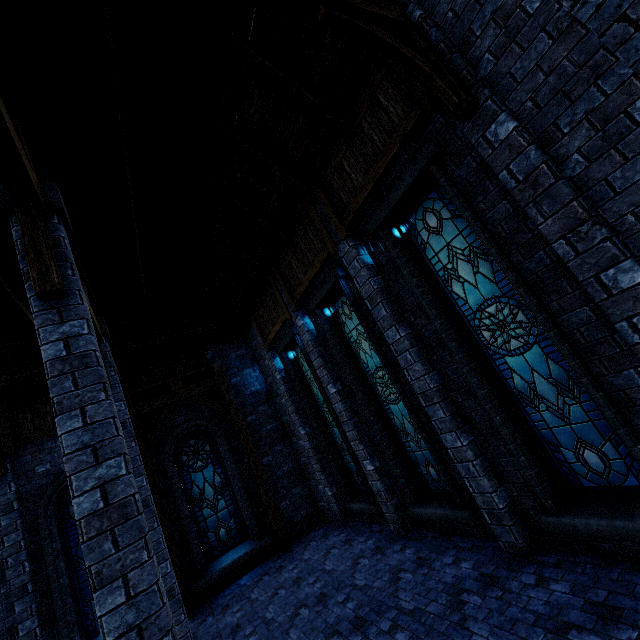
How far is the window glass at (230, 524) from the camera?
9.8m

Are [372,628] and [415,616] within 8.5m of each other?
yes

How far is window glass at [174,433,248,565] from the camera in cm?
980

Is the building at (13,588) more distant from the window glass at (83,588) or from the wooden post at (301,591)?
the window glass at (83,588)

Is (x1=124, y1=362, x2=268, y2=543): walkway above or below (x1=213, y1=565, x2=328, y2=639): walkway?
above

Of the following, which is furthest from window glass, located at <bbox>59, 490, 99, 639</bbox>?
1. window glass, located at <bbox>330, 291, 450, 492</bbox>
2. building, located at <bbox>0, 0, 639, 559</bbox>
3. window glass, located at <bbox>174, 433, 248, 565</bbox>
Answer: window glass, located at <bbox>330, 291, 450, 492</bbox>

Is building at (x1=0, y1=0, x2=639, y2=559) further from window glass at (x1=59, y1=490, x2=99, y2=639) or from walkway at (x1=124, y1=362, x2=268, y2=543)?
window glass at (x1=59, y1=490, x2=99, y2=639)

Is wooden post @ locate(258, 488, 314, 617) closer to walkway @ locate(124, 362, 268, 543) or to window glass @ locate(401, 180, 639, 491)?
walkway @ locate(124, 362, 268, 543)
